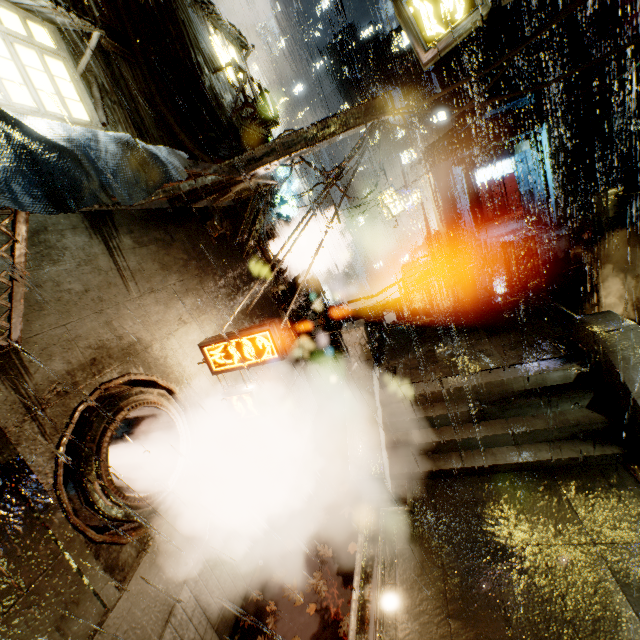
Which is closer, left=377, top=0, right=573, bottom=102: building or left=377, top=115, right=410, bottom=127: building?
left=377, top=115, right=410, bottom=127: building

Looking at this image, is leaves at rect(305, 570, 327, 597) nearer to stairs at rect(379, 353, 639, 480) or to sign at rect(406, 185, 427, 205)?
stairs at rect(379, 353, 639, 480)

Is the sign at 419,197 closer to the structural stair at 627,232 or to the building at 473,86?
the building at 473,86

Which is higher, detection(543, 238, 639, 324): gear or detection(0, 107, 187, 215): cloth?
detection(0, 107, 187, 215): cloth

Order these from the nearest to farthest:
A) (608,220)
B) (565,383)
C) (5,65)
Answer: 1. (5,65)
2. (565,383)
3. (608,220)

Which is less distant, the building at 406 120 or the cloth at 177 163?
the cloth at 177 163

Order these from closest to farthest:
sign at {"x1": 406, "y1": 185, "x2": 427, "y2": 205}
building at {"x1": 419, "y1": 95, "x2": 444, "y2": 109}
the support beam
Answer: the support beam
sign at {"x1": 406, "y1": 185, "x2": 427, "y2": 205}
building at {"x1": 419, "y1": 95, "x2": 444, "y2": 109}

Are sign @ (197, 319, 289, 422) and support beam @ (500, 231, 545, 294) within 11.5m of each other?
yes
